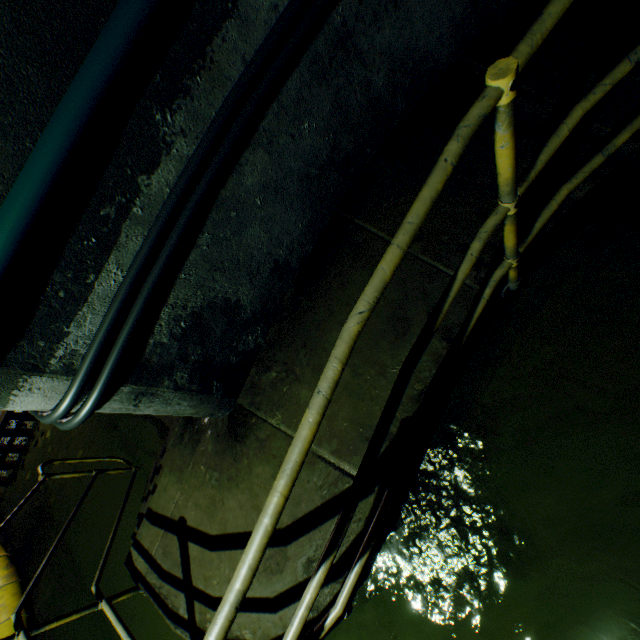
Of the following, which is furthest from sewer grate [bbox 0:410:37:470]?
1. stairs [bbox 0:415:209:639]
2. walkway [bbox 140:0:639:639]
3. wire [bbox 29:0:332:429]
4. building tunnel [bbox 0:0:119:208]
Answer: walkway [bbox 140:0:639:639]

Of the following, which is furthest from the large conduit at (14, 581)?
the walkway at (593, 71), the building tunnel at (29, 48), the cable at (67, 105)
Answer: the cable at (67, 105)

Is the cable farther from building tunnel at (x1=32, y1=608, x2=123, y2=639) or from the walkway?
the walkway

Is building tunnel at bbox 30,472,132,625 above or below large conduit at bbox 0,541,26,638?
below

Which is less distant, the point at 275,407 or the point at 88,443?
the point at 275,407

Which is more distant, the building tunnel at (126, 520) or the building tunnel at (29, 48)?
the building tunnel at (126, 520)

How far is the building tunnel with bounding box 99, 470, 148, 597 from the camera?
4.0 meters
